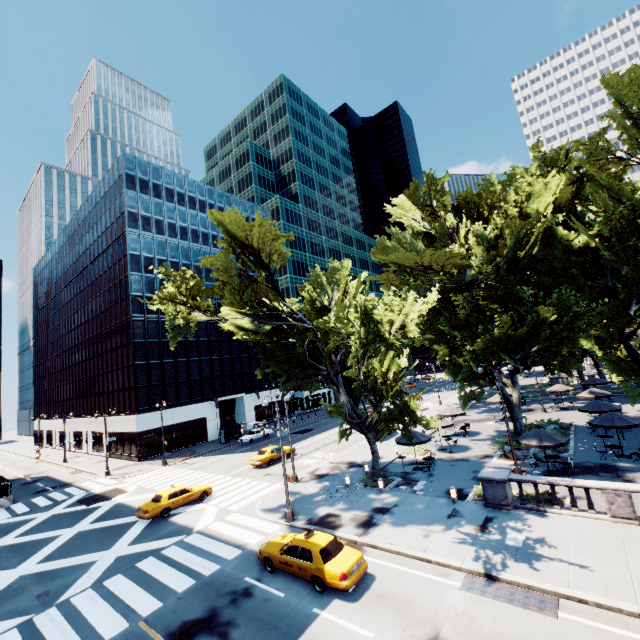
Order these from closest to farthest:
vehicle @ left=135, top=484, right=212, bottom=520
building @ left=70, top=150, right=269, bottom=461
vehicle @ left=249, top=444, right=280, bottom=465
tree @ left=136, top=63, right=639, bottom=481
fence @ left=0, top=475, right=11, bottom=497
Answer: tree @ left=136, top=63, right=639, bottom=481, vehicle @ left=135, top=484, right=212, bottom=520, fence @ left=0, top=475, right=11, bottom=497, vehicle @ left=249, top=444, right=280, bottom=465, building @ left=70, top=150, right=269, bottom=461

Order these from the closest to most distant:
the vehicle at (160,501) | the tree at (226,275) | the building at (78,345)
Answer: the tree at (226,275) → the vehicle at (160,501) → the building at (78,345)

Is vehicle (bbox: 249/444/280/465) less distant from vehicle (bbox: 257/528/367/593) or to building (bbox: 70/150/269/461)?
vehicle (bbox: 257/528/367/593)

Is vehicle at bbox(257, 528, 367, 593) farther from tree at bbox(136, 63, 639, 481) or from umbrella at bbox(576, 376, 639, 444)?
umbrella at bbox(576, 376, 639, 444)

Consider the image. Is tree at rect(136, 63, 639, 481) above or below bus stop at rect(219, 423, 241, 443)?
above

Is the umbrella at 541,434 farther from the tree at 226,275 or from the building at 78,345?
the building at 78,345

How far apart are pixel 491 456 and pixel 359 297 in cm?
1660

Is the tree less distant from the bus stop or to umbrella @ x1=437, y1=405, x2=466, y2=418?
umbrella @ x1=437, y1=405, x2=466, y2=418
